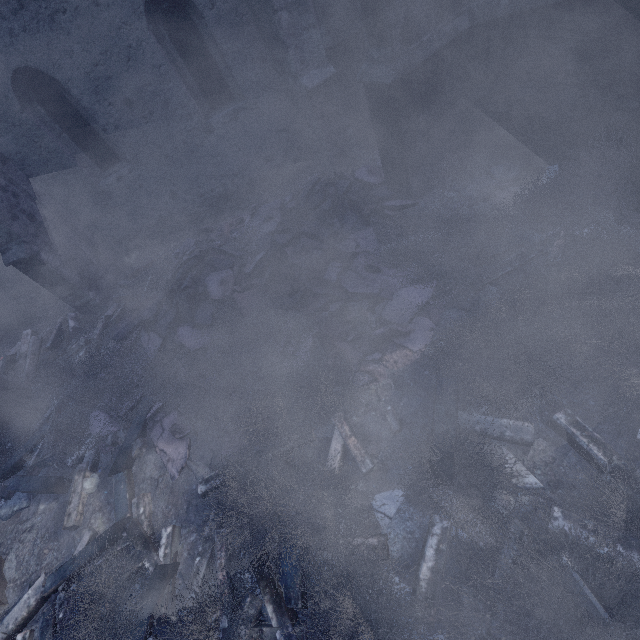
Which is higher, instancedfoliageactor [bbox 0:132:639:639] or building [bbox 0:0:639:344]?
building [bbox 0:0:639:344]

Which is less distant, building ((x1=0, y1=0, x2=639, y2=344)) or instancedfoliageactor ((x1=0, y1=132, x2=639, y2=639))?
instancedfoliageactor ((x1=0, y1=132, x2=639, y2=639))

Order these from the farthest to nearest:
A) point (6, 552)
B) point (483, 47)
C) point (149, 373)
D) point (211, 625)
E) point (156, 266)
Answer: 1. point (156, 266)
2. point (149, 373)
3. point (6, 552)
4. point (483, 47)
5. point (211, 625)

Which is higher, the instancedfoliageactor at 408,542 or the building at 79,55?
the building at 79,55

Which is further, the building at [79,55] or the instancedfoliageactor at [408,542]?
the building at [79,55]
